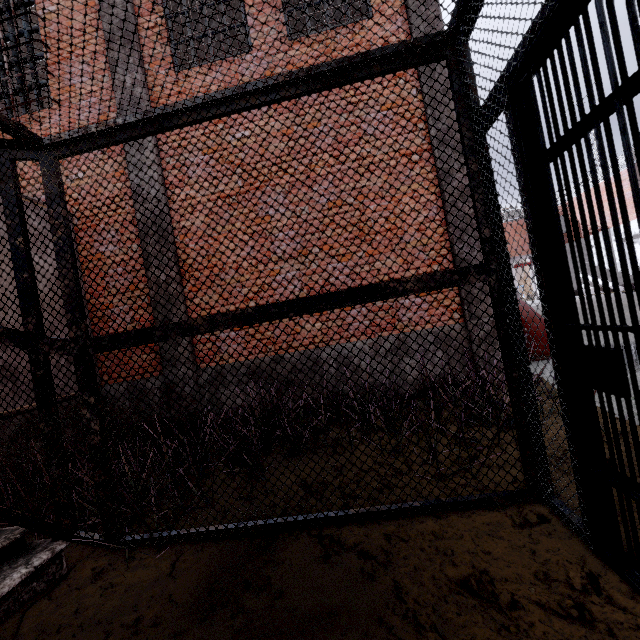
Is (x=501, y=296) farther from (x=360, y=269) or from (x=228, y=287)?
(x=228, y=287)
